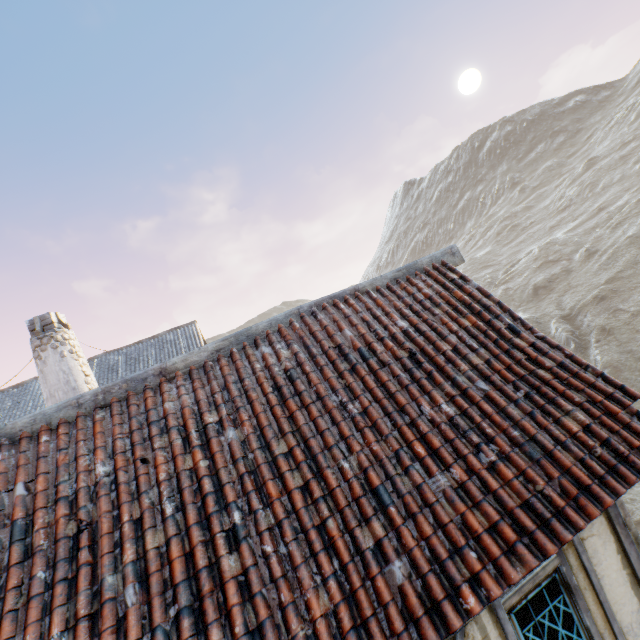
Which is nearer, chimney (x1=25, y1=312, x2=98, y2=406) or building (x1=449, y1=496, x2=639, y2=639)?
building (x1=449, y1=496, x2=639, y2=639)

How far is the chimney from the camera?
6.1m

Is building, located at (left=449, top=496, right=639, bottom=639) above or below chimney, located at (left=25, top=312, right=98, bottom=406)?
below

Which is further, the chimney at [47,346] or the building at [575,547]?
the chimney at [47,346]

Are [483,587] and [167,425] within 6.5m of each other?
yes

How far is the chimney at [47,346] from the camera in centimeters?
611cm
